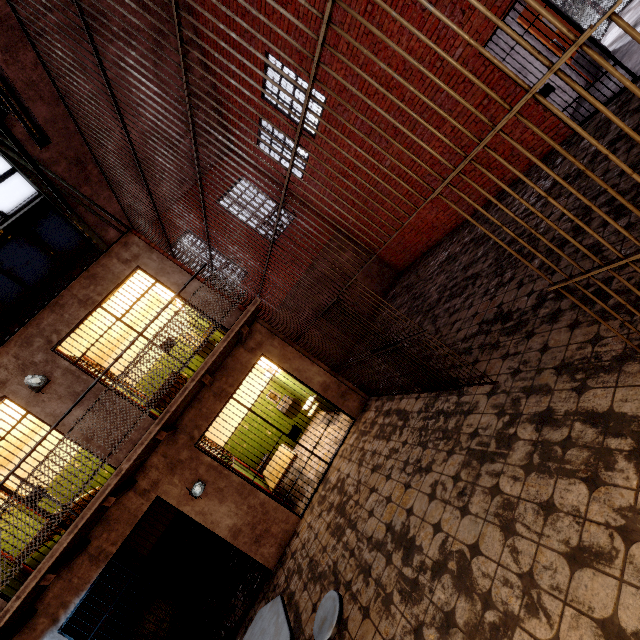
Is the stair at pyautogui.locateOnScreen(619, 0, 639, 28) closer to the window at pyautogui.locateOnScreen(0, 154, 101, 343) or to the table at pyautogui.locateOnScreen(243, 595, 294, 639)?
the table at pyautogui.locateOnScreen(243, 595, 294, 639)

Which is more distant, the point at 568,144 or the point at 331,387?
the point at 331,387

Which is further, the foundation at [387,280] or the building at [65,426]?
the foundation at [387,280]

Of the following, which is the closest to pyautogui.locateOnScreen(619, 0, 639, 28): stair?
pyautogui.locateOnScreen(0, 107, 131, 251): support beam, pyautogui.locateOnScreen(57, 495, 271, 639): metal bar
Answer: pyautogui.locateOnScreen(0, 107, 131, 251): support beam

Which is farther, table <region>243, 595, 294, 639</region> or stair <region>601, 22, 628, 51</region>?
stair <region>601, 22, 628, 51</region>

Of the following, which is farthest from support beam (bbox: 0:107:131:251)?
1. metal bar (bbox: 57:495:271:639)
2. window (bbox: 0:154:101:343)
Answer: metal bar (bbox: 57:495:271:639)

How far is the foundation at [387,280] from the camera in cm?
1220

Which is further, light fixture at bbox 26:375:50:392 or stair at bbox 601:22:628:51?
stair at bbox 601:22:628:51
